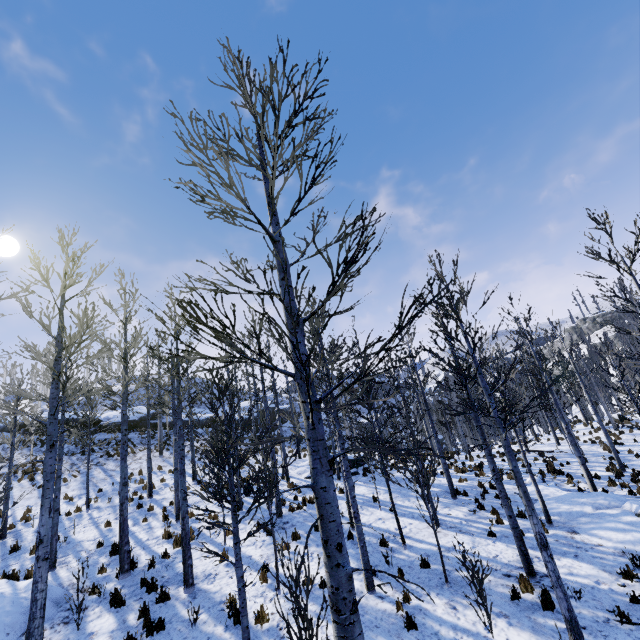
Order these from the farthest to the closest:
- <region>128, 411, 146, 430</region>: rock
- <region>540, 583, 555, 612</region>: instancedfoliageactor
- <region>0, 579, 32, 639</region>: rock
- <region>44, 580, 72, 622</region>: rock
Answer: <region>128, 411, 146, 430</region>: rock, <region>44, 580, 72, 622</region>: rock, <region>0, 579, 32, 639</region>: rock, <region>540, 583, 555, 612</region>: instancedfoliageactor

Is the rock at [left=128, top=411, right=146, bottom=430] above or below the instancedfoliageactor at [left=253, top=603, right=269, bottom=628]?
above

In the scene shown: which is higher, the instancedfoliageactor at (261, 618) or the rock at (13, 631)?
the rock at (13, 631)

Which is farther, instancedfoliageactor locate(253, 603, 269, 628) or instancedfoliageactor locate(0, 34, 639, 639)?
instancedfoliageactor locate(253, 603, 269, 628)

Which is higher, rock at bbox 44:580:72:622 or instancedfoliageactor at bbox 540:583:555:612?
rock at bbox 44:580:72:622

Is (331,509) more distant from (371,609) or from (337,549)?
(371,609)
